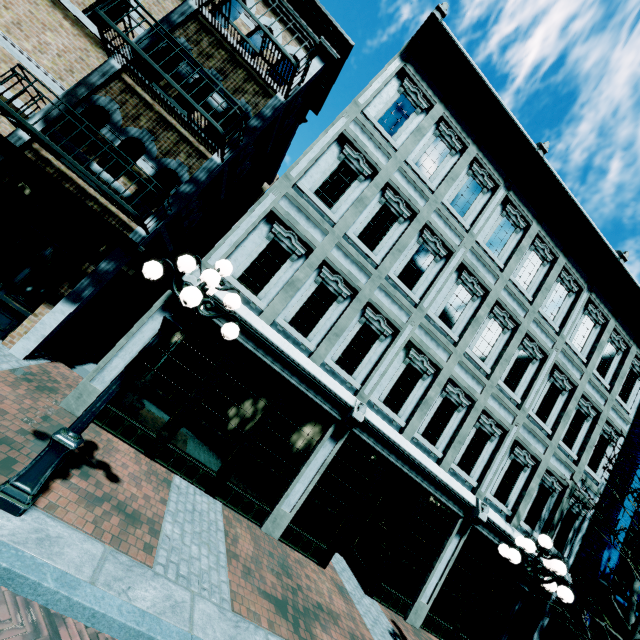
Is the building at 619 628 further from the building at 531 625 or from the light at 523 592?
the light at 523 592

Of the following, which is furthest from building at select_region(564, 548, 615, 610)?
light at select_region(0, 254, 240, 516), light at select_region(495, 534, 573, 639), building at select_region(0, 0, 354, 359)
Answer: building at select_region(0, 0, 354, 359)

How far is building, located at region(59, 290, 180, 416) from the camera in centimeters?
628cm

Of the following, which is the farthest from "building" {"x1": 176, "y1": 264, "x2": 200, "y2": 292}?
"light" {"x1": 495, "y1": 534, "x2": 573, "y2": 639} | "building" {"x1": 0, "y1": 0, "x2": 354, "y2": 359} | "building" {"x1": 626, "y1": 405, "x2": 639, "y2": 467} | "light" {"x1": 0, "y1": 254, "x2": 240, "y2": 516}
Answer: "light" {"x1": 495, "y1": 534, "x2": 573, "y2": 639}

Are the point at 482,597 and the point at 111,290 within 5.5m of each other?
no

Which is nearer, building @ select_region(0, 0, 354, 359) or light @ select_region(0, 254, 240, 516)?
light @ select_region(0, 254, 240, 516)

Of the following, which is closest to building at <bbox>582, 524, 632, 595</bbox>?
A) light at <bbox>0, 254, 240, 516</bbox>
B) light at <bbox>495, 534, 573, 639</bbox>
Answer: light at <bbox>495, 534, 573, 639</bbox>

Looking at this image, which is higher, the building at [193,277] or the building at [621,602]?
the building at [621,602]
